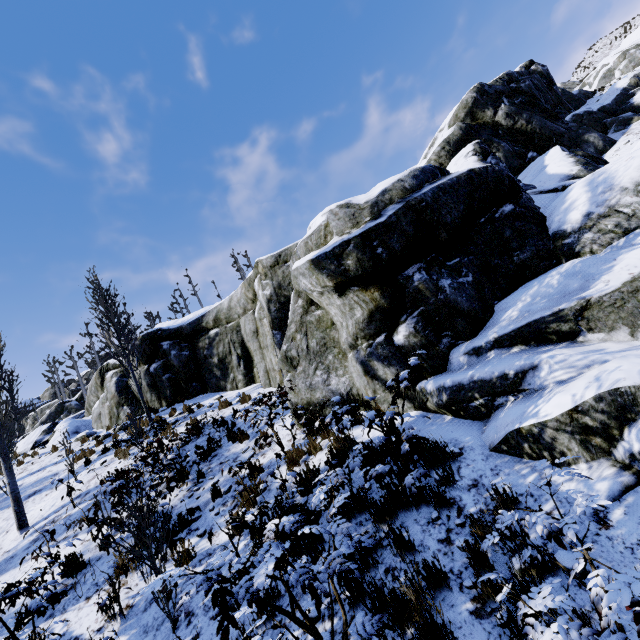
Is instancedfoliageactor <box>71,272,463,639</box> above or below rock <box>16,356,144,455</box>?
below

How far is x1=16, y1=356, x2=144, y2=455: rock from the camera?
15.2 meters

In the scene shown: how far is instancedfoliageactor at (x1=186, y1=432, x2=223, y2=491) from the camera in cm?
760

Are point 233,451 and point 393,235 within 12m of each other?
yes

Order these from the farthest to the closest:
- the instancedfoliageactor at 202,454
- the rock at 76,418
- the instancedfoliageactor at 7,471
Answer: the rock at 76,418, the instancedfoliageactor at 7,471, the instancedfoliageactor at 202,454

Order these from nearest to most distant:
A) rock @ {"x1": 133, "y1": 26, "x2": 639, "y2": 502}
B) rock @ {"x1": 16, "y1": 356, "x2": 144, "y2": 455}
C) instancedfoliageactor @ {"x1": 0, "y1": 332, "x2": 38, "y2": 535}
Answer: rock @ {"x1": 133, "y1": 26, "x2": 639, "y2": 502}, instancedfoliageactor @ {"x1": 0, "y1": 332, "x2": 38, "y2": 535}, rock @ {"x1": 16, "y1": 356, "x2": 144, "y2": 455}

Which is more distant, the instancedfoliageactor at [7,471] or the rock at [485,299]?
the instancedfoliageactor at [7,471]
